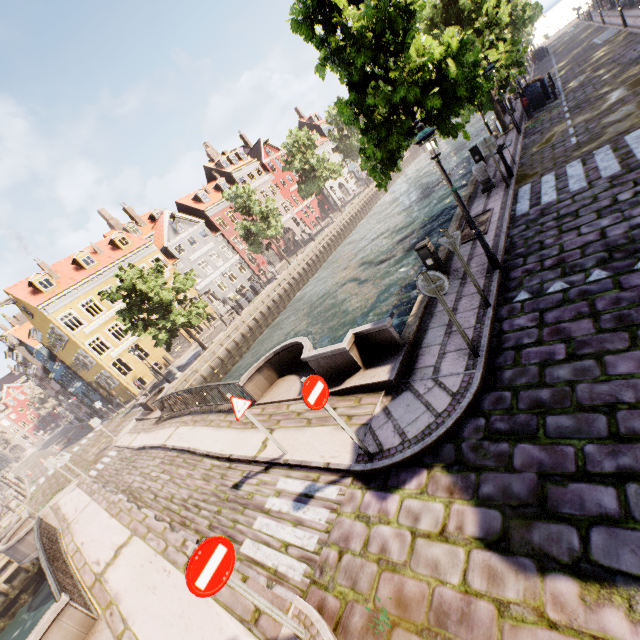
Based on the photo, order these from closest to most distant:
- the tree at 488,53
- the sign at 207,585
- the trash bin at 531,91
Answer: the sign at 207,585 < the tree at 488,53 < the trash bin at 531,91

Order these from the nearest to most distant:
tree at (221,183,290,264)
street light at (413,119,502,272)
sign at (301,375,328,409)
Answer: sign at (301,375,328,409), street light at (413,119,502,272), tree at (221,183,290,264)

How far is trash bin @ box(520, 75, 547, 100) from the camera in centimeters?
1869cm

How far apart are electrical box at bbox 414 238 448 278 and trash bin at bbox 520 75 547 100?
17.7 meters

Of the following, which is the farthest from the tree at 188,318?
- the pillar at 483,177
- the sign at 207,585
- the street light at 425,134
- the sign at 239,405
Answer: the sign at 239,405

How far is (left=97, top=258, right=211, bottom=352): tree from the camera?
22.6 meters

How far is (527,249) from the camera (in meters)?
7.88

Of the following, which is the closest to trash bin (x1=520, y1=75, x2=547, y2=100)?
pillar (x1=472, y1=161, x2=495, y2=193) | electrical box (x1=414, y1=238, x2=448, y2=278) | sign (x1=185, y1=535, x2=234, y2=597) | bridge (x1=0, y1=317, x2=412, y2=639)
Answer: pillar (x1=472, y1=161, x2=495, y2=193)
